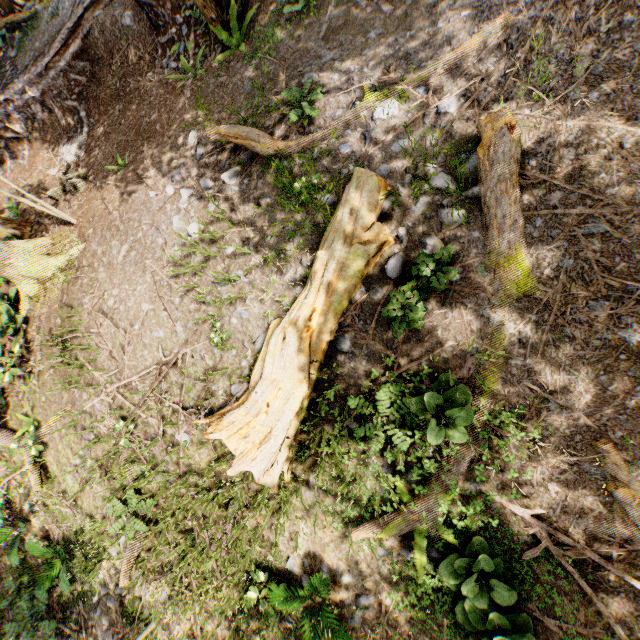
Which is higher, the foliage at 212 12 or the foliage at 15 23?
the foliage at 15 23

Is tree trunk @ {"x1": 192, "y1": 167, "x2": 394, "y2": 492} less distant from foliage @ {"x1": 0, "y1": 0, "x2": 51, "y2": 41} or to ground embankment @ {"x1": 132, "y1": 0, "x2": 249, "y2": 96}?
ground embankment @ {"x1": 132, "y1": 0, "x2": 249, "y2": 96}

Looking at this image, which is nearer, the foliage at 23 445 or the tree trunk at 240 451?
the tree trunk at 240 451

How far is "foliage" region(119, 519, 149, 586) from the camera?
6.5 meters

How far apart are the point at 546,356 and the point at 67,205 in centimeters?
1290cm

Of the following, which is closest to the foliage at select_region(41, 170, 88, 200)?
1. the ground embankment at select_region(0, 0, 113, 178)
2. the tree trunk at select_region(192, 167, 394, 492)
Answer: the ground embankment at select_region(0, 0, 113, 178)

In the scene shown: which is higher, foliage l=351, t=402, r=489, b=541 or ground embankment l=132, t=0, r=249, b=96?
ground embankment l=132, t=0, r=249, b=96
